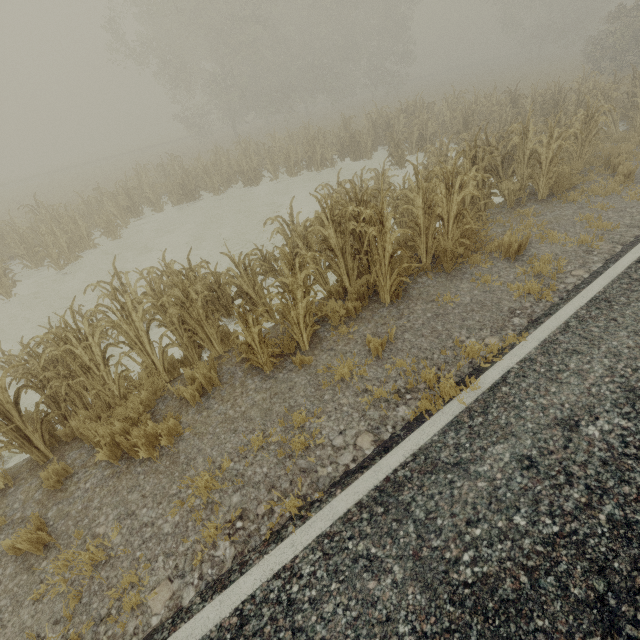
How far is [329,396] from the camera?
4.3 meters

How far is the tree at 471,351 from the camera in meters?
4.1

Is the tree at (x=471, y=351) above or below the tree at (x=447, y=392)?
above

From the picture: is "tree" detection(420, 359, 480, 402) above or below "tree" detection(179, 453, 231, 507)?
above

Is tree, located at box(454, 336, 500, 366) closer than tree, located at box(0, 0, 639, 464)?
Yes

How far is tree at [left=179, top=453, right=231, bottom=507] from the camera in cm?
342

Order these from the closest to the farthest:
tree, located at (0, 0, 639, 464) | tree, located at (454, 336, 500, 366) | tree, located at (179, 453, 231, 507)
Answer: tree, located at (179, 453, 231, 507), tree, located at (454, 336, 500, 366), tree, located at (0, 0, 639, 464)
